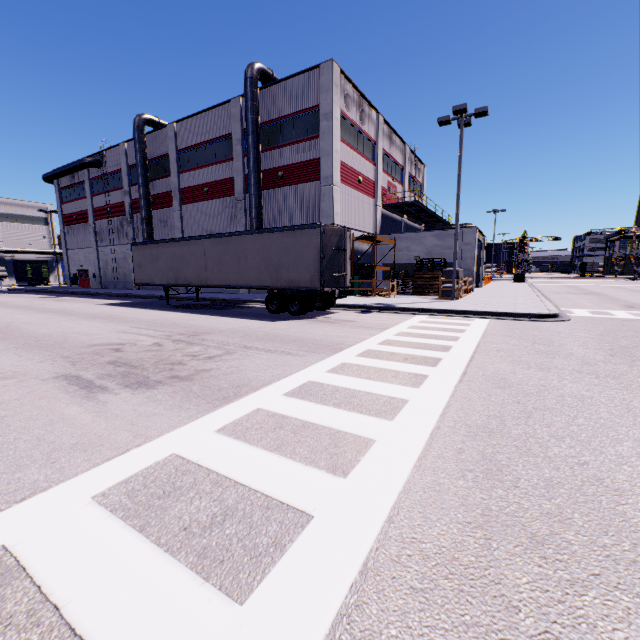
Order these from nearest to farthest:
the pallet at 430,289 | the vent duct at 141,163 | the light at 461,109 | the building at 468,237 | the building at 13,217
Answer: the light at 461,109 < the pallet at 430,289 < the building at 468,237 < the vent duct at 141,163 < the building at 13,217

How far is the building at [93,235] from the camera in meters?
33.3

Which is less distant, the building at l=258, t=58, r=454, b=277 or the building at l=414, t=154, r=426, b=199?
the building at l=258, t=58, r=454, b=277

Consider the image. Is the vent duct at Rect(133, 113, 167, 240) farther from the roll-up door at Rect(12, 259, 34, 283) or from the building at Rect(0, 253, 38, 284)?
the roll-up door at Rect(12, 259, 34, 283)

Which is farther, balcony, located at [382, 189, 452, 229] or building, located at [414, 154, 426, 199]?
building, located at [414, 154, 426, 199]

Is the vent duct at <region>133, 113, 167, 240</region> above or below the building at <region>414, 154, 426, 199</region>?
below

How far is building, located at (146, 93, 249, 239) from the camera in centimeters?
2525cm

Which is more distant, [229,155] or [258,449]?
[229,155]
